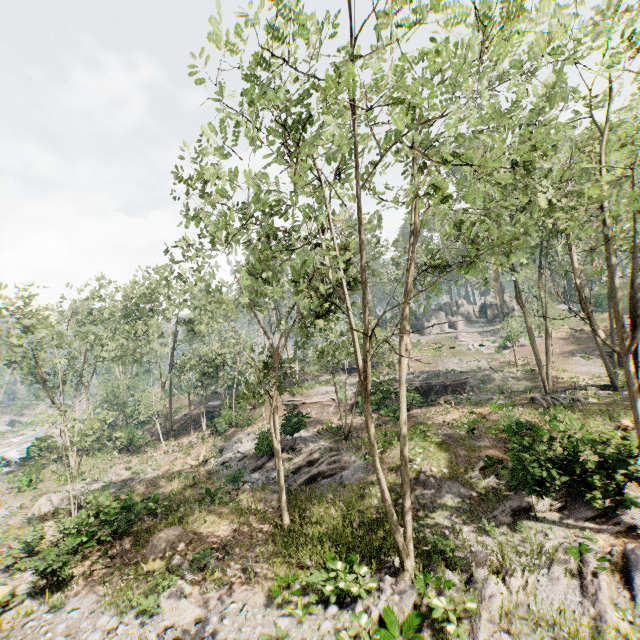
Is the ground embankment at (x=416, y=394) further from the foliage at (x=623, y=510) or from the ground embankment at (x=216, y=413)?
the ground embankment at (x=216, y=413)

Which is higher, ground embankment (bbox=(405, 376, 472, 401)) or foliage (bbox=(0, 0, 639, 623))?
foliage (bbox=(0, 0, 639, 623))

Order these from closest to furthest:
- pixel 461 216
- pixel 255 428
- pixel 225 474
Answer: pixel 461 216 < pixel 225 474 < pixel 255 428

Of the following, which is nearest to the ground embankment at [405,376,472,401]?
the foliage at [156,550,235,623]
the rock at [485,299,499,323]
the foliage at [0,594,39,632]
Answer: the foliage at [156,550,235,623]

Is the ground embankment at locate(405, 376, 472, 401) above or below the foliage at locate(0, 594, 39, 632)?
above

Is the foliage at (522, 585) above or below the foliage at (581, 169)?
below

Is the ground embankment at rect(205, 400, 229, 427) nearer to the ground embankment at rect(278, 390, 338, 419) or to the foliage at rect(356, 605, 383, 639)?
the foliage at rect(356, 605, 383, 639)

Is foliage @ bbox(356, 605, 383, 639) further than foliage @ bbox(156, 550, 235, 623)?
No
